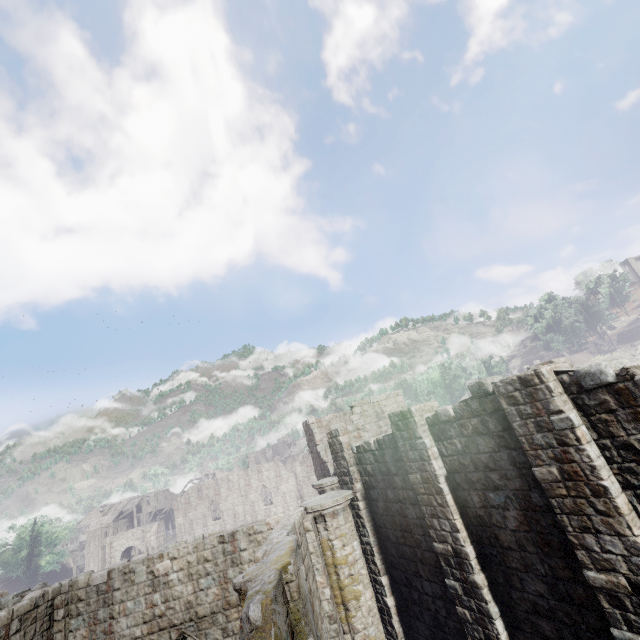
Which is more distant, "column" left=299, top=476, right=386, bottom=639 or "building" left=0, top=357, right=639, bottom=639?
"column" left=299, top=476, right=386, bottom=639

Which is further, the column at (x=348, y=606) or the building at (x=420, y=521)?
the column at (x=348, y=606)

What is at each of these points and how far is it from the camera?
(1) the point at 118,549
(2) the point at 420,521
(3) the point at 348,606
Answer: (1) stone arch, 48.06m
(2) building, 10.95m
(3) column, 11.79m

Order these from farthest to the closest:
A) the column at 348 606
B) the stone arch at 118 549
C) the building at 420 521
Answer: the stone arch at 118 549 → the column at 348 606 → the building at 420 521

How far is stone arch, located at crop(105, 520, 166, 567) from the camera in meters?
47.7 m

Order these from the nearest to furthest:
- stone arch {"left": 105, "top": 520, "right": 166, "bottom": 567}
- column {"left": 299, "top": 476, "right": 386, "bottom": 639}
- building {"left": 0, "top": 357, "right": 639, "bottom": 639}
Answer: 1. building {"left": 0, "top": 357, "right": 639, "bottom": 639}
2. column {"left": 299, "top": 476, "right": 386, "bottom": 639}
3. stone arch {"left": 105, "top": 520, "right": 166, "bottom": 567}

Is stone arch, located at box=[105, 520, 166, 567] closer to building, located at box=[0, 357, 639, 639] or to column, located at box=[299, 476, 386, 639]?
building, located at box=[0, 357, 639, 639]

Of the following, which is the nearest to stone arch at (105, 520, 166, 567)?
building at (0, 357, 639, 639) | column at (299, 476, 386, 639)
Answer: building at (0, 357, 639, 639)
